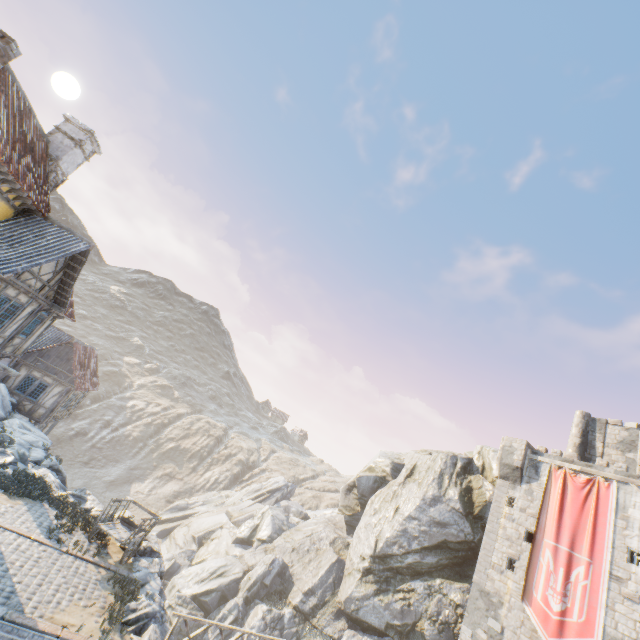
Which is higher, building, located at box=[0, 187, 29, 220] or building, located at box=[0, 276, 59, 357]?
building, located at box=[0, 187, 29, 220]

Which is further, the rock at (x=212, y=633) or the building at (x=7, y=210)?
the rock at (x=212, y=633)

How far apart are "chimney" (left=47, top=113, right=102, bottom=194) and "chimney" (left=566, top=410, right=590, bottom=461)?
36.3 meters

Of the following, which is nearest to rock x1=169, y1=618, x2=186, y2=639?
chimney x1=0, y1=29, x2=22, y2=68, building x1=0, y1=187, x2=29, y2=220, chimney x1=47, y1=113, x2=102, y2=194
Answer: building x1=0, y1=187, x2=29, y2=220

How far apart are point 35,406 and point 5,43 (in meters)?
22.64

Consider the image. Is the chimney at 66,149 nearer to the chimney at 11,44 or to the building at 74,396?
the chimney at 11,44

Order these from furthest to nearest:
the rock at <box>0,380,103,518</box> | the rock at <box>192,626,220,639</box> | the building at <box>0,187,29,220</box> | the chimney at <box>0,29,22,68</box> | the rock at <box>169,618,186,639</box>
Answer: the rock at <box>192,626,220,639</box> < the rock at <box>169,618,186,639</box> < the rock at <box>0,380,103,518</box> < the building at <box>0,187,29,220</box> < the chimney at <box>0,29,22,68</box>

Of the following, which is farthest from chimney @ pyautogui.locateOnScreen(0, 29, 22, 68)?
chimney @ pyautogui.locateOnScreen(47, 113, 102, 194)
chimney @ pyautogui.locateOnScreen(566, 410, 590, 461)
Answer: chimney @ pyautogui.locateOnScreen(566, 410, 590, 461)
